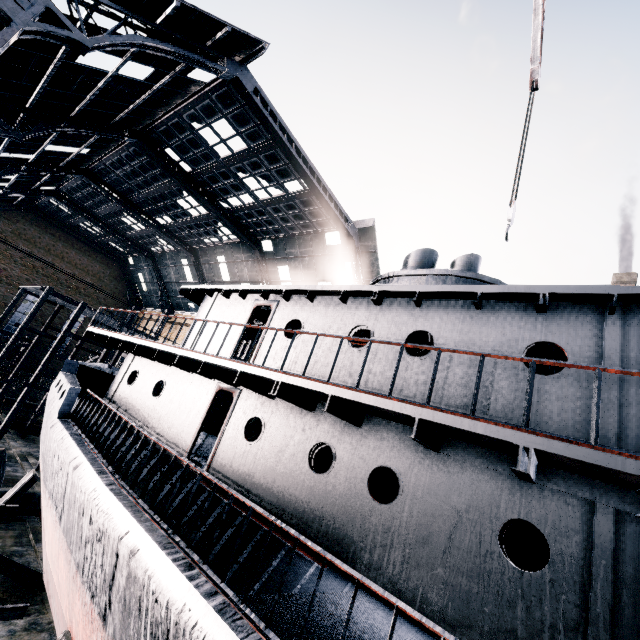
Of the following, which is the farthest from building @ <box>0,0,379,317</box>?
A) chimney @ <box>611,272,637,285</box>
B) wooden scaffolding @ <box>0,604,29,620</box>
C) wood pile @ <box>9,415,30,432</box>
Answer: wood pile @ <box>9,415,30,432</box>

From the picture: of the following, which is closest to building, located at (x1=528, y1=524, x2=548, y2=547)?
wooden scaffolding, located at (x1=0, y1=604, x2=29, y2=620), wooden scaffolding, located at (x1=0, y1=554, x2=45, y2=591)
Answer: wooden scaffolding, located at (x1=0, y1=604, x2=29, y2=620)

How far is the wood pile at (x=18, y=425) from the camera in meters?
29.1 m

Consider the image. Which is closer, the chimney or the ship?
the ship

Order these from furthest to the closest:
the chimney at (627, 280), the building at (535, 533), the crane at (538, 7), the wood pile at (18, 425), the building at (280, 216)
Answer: the chimney at (627, 280)
the building at (535, 533)
the wood pile at (18, 425)
the building at (280, 216)
the crane at (538, 7)

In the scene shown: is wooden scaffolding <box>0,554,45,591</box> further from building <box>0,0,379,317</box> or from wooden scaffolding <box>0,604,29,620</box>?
building <box>0,0,379,317</box>

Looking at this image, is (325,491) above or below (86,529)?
above

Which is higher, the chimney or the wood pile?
the chimney
